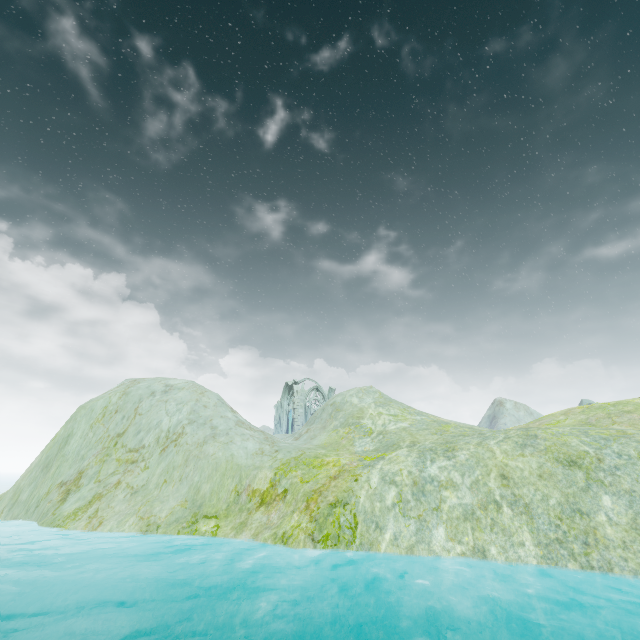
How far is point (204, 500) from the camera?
13.9 meters

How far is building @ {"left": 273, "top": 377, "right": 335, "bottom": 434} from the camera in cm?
4572

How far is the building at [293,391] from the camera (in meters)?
45.72
